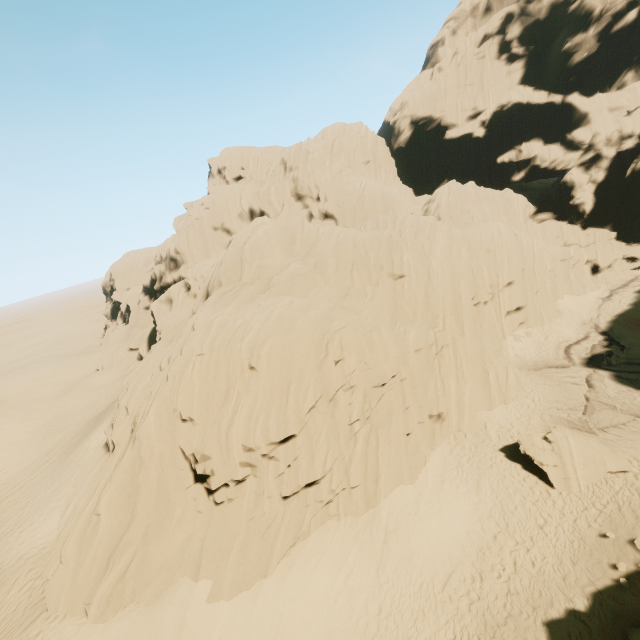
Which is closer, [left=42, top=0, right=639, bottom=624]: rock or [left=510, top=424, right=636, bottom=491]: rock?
[left=42, top=0, right=639, bottom=624]: rock

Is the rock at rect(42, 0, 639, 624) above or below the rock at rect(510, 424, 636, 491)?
above

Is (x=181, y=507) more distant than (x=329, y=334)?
No

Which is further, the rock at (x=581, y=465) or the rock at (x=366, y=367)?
the rock at (x=581, y=465)

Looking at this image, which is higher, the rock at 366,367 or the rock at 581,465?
the rock at 366,367
